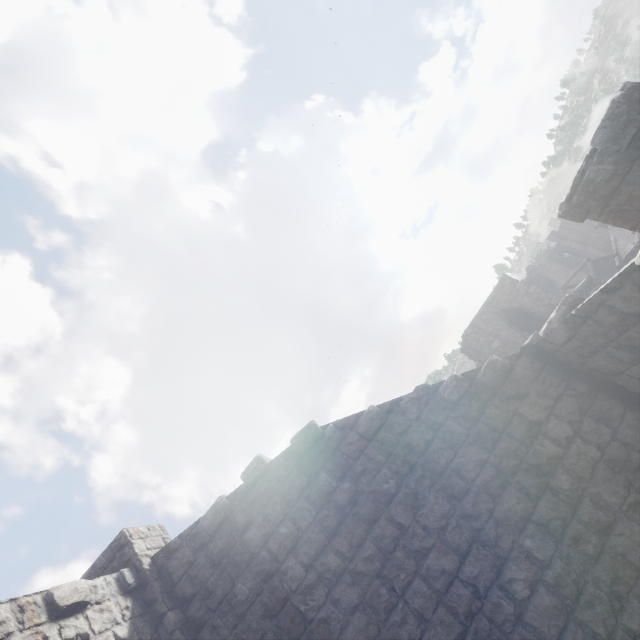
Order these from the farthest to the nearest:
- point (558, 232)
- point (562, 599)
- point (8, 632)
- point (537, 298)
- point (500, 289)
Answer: point (558, 232) → point (500, 289) → point (537, 298) → point (562, 599) → point (8, 632)
